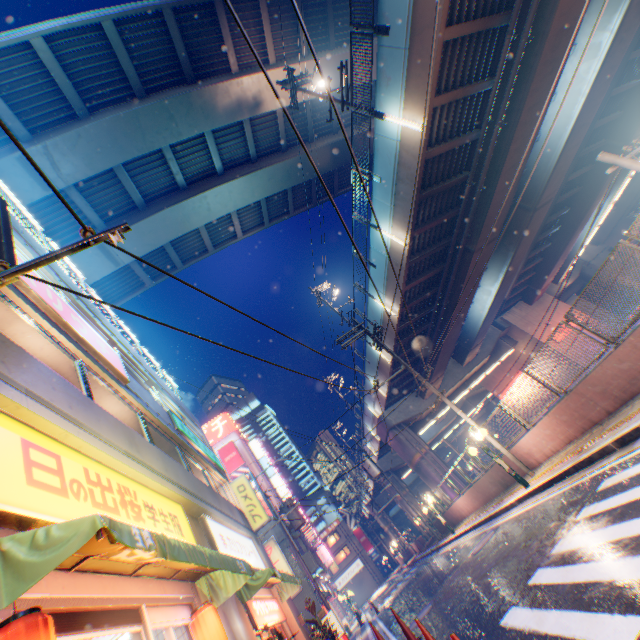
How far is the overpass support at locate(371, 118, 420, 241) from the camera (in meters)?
12.27

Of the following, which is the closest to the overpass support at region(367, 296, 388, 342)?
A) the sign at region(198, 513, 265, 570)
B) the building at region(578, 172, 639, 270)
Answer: the building at region(578, 172, 639, 270)

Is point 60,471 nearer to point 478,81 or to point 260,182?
point 478,81

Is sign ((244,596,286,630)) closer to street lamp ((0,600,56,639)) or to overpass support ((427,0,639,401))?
street lamp ((0,600,56,639))

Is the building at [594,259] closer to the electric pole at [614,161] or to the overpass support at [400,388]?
the overpass support at [400,388]

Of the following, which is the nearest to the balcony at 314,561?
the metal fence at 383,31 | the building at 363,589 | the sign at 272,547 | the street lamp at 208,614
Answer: the metal fence at 383,31

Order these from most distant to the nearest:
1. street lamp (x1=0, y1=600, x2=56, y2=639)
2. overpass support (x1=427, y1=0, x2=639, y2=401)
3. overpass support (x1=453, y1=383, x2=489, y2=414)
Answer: overpass support (x1=453, y1=383, x2=489, y2=414) < overpass support (x1=427, y1=0, x2=639, y2=401) < street lamp (x1=0, y1=600, x2=56, y2=639)

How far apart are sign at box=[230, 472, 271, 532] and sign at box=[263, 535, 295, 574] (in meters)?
7.69
